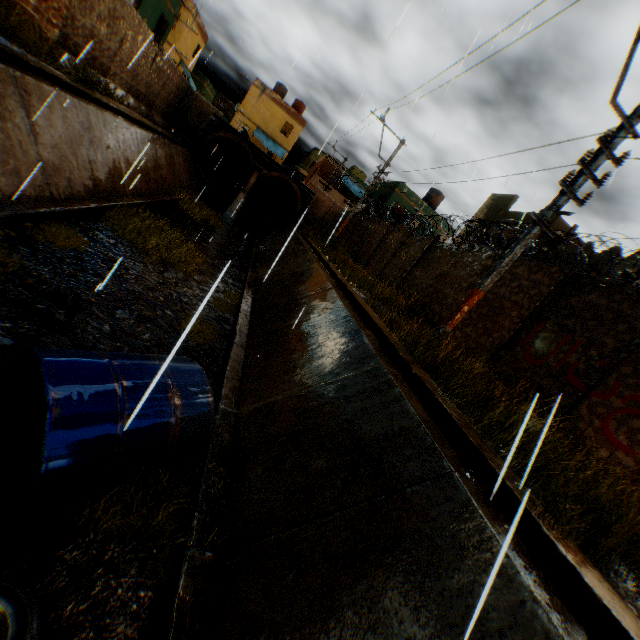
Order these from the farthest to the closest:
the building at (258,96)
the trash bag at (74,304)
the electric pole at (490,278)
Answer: the building at (258,96) → the electric pole at (490,278) → the trash bag at (74,304)

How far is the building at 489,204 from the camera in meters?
16.2 m

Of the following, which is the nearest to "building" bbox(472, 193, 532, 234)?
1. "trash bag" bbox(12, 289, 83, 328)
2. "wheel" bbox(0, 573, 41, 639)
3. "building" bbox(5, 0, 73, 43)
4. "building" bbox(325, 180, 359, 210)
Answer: "building" bbox(5, 0, 73, 43)

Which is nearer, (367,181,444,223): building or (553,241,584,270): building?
(553,241,584,270): building

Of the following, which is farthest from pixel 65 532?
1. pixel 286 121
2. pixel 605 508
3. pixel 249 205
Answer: pixel 286 121

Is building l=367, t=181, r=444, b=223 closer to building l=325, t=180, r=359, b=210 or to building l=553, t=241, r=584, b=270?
building l=553, t=241, r=584, b=270

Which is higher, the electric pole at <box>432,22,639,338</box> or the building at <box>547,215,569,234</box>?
the building at <box>547,215,569,234</box>

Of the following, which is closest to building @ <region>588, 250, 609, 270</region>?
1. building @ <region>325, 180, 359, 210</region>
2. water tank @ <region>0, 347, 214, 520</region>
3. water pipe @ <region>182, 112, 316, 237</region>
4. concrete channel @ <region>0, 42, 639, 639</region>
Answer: concrete channel @ <region>0, 42, 639, 639</region>
